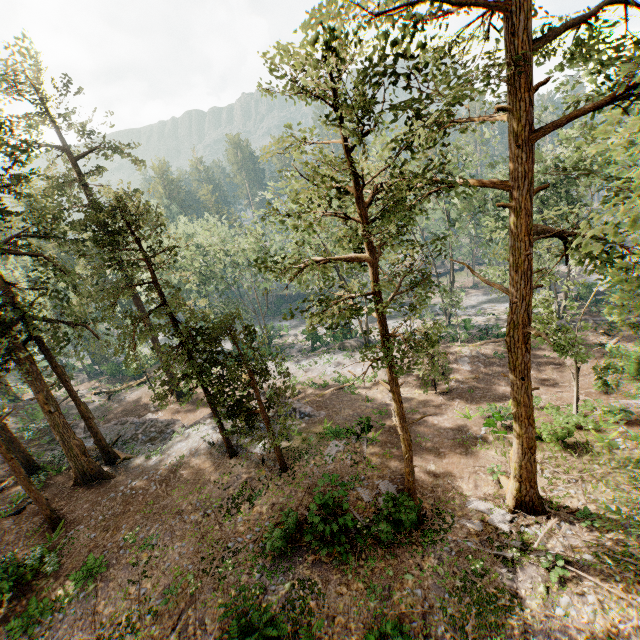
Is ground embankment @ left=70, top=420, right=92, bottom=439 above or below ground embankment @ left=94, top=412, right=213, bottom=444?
above

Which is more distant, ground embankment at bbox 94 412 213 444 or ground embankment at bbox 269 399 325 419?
ground embankment at bbox 94 412 213 444

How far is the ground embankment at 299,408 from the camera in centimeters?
2367cm

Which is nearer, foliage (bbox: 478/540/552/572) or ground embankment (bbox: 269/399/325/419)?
foliage (bbox: 478/540/552/572)

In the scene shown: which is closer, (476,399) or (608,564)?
(608,564)

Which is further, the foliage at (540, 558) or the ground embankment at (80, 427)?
Answer: the ground embankment at (80, 427)

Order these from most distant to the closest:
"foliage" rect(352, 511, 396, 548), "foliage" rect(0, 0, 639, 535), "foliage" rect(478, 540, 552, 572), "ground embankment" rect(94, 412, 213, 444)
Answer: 1. "ground embankment" rect(94, 412, 213, 444)
2. "foliage" rect(352, 511, 396, 548)
3. "foliage" rect(478, 540, 552, 572)
4. "foliage" rect(0, 0, 639, 535)
